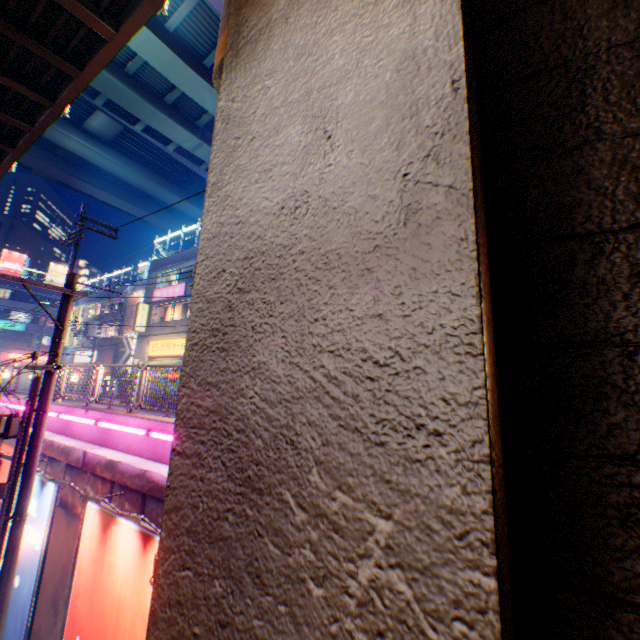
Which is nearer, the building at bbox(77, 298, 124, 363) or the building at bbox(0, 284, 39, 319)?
the building at bbox(77, 298, 124, 363)

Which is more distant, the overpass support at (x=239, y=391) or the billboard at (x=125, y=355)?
the billboard at (x=125, y=355)

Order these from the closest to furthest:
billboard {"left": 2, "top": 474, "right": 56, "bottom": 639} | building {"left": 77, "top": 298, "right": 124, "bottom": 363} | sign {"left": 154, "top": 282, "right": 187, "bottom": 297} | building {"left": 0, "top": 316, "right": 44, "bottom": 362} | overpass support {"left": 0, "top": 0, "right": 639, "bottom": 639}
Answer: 1. overpass support {"left": 0, "top": 0, "right": 639, "bottom": 639}
2. billboard {"left": 2, "top": 474, "right": 56, "bottom": 639}
3. sign {"left": 154, "top": 282, "right": 187, "bottom": 297}
4. building {"left": 77, "top": 298, "right": 124, "bottom": 363}
5. building {"left": 0, "top": 316, "right": 44, "bottom": 362}

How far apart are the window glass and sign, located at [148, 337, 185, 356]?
1.4m

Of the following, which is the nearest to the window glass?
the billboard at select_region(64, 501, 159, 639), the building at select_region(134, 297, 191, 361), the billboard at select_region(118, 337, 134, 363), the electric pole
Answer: the building at select_region(134, 297, 191, 361)

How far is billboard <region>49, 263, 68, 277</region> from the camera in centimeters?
5316cm

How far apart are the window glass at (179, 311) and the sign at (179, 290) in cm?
57

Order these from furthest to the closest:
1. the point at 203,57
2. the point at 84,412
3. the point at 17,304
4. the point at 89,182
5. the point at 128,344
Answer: the point at 17,304, the point at 89,182, the point at 128,344, the point at 203,57, the point at 84,412
